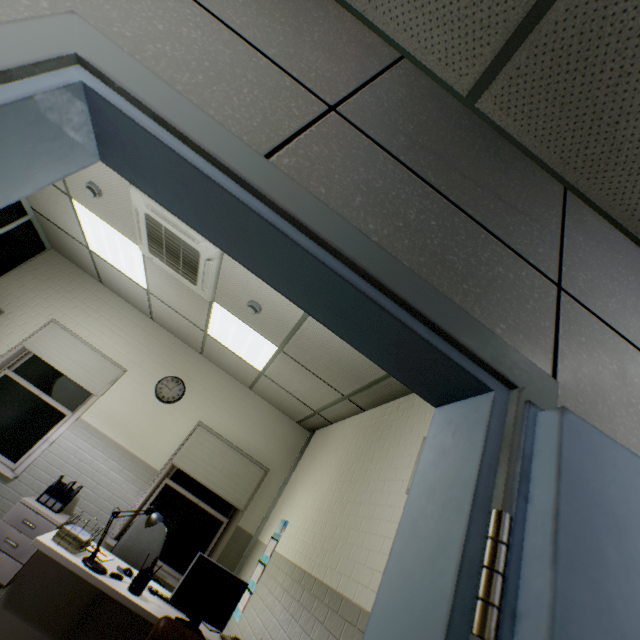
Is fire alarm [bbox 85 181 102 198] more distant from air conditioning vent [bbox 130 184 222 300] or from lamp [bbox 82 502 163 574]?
lamp [bbox 82 502 163 574]

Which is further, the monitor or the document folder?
the document folder

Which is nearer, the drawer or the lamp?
the lamp

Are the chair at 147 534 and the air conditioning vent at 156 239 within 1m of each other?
no

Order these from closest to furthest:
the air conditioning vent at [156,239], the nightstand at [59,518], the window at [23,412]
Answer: the air conditioning vent at [156,239] → the nightstand at [59,518] → the window at [23,412]

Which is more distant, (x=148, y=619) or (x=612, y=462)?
(x=148, y=619)

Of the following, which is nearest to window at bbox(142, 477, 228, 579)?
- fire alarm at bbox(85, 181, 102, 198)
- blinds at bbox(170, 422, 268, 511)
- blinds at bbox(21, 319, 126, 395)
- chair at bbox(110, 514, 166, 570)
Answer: blinds at bbox(170, 422, 268, 511)

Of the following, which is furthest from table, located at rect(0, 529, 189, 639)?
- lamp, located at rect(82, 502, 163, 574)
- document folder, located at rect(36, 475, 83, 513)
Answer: document folder, located at rect(36, 475, 83, 513)
